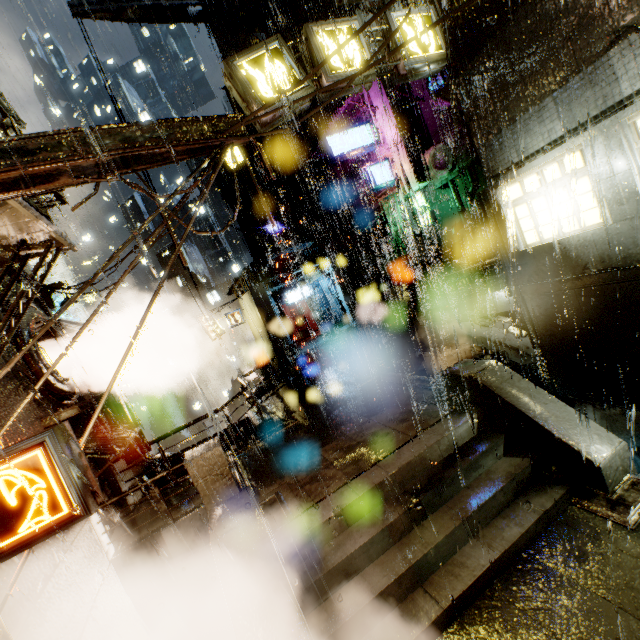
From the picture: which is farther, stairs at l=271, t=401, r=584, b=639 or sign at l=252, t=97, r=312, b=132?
sign at l=252, t=97, r=312, b=132

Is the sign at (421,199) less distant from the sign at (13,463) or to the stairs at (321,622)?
the stairs at (321,622)

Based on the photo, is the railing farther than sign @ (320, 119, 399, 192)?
No

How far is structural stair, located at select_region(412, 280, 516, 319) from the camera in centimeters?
1243cm

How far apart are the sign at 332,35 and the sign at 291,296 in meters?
19.1

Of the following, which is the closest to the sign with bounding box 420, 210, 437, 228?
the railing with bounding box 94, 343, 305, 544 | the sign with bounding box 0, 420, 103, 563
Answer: the railing with bounding box 94, 343, 305, 544

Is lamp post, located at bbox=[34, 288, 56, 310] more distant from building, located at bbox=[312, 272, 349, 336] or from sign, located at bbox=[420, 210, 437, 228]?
sign, located at bbox=[420, 210, 437, 228]

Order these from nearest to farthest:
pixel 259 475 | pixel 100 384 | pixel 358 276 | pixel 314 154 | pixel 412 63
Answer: pixel 412 63, pixel 259 475, pixel 100 384, pixel 314 154, pixel 358 276
